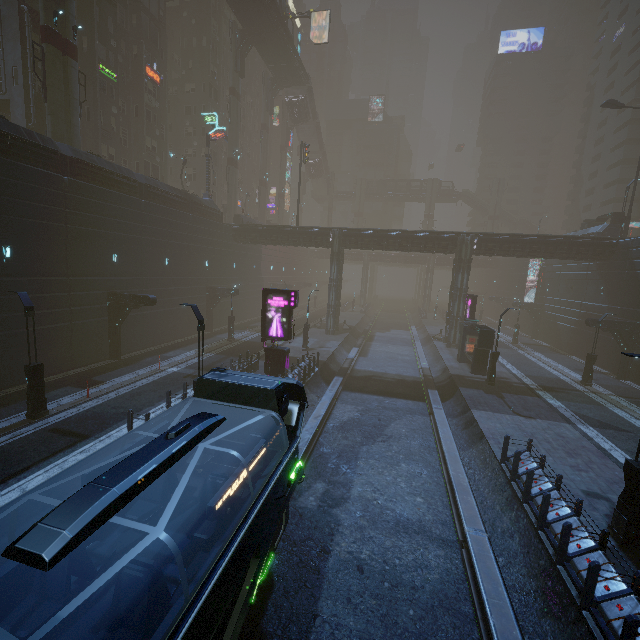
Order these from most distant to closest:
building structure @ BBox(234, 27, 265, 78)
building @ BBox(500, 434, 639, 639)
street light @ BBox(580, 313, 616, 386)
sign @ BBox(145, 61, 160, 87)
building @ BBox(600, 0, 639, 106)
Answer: building @ BBox(600, 0, 639, 106)
building structure @ BBox(234, 27, 265, 78)
sign @ BBox(145, 61, 160, 87)
street light @ BBox(580, 313, 616, 386)
building @ BBox(500, 434, 639, 639)

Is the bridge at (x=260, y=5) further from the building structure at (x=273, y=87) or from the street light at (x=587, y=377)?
the street light at (x=587, y=377)

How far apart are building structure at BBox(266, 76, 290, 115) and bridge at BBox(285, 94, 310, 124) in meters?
3.6 m

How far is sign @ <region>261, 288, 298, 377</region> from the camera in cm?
2006

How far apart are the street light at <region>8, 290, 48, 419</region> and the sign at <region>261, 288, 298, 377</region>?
10.6 meters

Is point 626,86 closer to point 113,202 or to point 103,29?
point 103,29

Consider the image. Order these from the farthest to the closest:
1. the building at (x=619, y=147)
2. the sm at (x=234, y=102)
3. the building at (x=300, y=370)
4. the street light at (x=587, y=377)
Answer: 1. the sm at (x=234, y=102)
2. the building at (x=619, y=147)
3. the street light at (x=587, y=377)
4. the building at (x=300, y=370)

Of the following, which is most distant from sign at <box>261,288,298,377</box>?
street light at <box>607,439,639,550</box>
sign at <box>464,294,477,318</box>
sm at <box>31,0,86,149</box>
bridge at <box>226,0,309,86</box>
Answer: bridge at <box>226,0,309,86</box>
